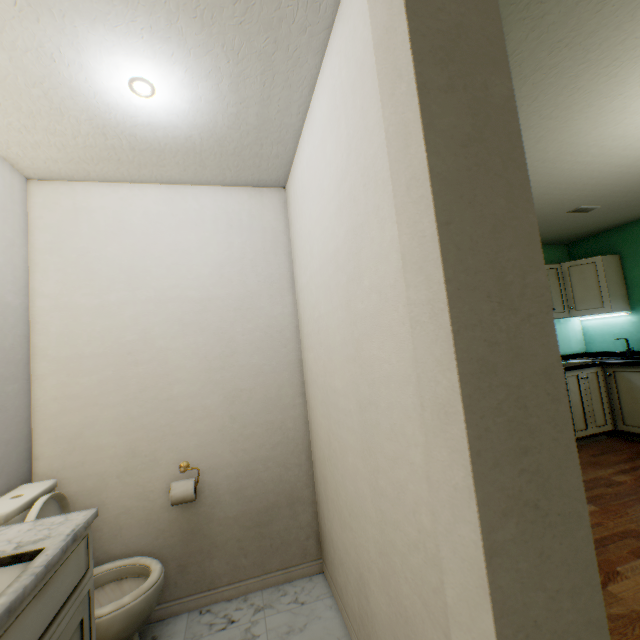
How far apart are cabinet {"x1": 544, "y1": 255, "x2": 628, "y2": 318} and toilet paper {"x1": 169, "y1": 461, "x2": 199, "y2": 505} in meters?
4.0

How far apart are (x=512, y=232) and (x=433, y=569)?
0.8m

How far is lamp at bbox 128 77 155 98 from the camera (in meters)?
1.27

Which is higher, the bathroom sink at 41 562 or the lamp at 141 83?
the lamp at 141 83

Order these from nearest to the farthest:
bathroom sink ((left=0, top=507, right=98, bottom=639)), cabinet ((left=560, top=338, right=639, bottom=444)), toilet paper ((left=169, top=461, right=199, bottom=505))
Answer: bathroom sink ((left=0, top=507, right=98, bottom=639)) → toilet paper ((left=169, top=461, right=199, bottom=505)) → cabinet ((left=560, top=338, right=639, bottom=444))

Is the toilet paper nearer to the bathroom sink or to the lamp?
the bathroom sink

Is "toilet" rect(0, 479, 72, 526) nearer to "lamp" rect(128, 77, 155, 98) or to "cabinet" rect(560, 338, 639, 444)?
"lamp" rect(128, 77, 155, 98)

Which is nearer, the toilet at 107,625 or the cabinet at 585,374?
the toilet at 107,625
